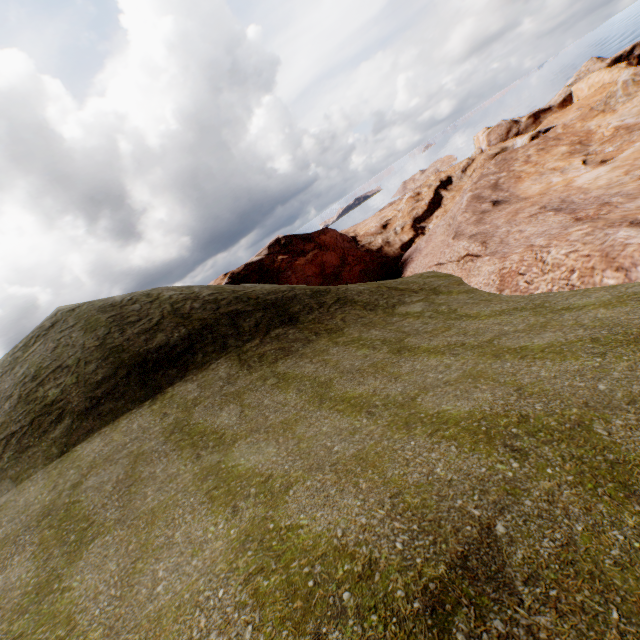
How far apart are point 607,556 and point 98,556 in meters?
7.3 m
